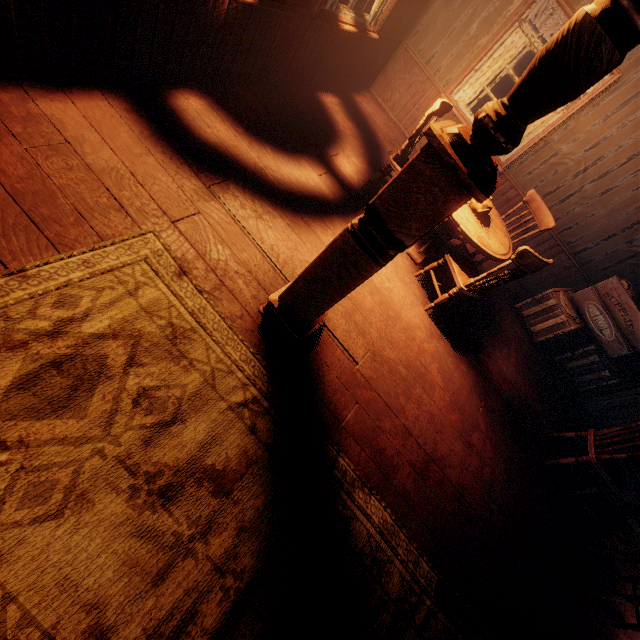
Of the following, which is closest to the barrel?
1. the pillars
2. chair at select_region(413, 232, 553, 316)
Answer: chair at select_region(413, 232, 553, 316)

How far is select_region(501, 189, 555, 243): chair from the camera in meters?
4.0

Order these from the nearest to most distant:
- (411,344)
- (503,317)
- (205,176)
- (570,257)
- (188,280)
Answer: (188,280) < (205,176) < (411,344) < (503,317) < (570,257)

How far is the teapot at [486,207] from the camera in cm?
355

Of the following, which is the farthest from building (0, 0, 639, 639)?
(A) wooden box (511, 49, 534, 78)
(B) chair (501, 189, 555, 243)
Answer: (B) chair (501, 189, 555, 243)

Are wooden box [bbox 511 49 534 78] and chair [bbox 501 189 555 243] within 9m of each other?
no

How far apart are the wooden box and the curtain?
14.35m

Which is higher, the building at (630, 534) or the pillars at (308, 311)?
the pillars at (308, 311)
